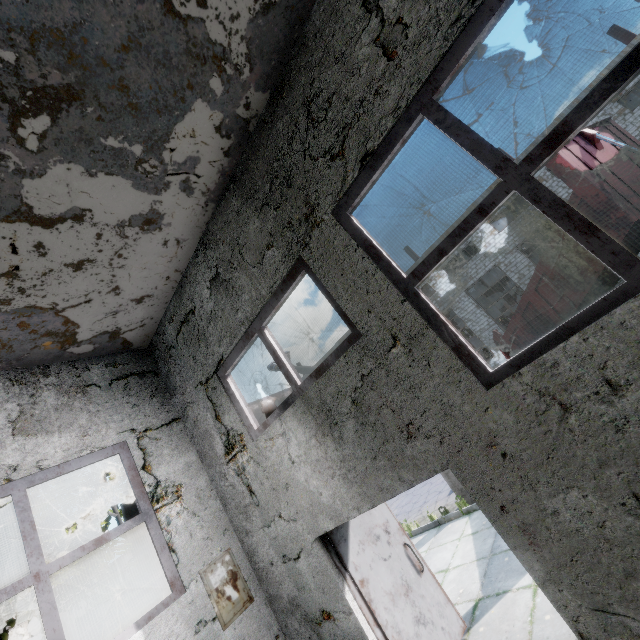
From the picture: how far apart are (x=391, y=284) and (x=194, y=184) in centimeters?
317cm

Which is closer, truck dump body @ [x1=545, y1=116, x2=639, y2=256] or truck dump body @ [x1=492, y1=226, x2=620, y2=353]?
truck dump body @ [x1=545, y1=116, x2=639, y2=256]

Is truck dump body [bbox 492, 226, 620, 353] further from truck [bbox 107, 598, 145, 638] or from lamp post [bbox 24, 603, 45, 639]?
truck [bbox 107, 598, 145, 638]

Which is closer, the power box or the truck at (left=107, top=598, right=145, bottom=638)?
the power box

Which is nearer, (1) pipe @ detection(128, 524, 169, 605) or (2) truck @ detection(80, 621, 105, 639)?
(1) pipe @ detection(128, 524, 169, 605)

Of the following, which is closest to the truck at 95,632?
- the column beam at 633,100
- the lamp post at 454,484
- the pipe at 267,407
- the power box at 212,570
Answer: the pipe at 267,407

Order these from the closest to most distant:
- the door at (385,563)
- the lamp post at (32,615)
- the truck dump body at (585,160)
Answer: the door at (385,563), the truck dump body at (585,160), the lamp post at (32,615)
